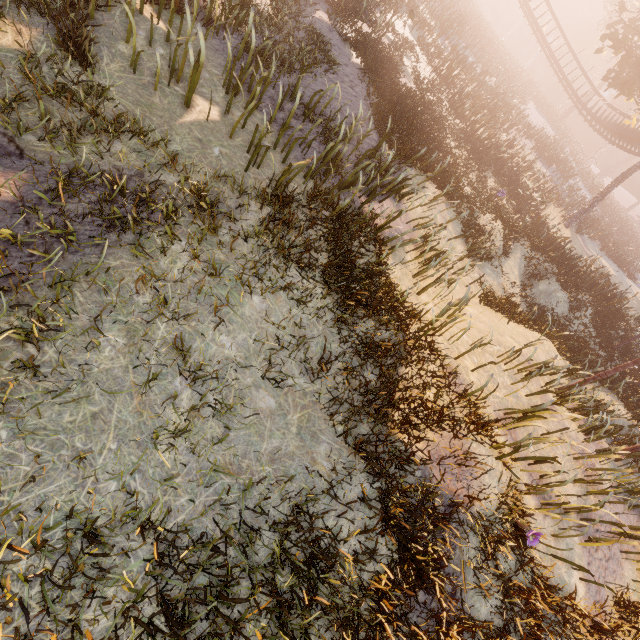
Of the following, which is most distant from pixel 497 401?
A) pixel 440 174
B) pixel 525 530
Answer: pixel 440 174

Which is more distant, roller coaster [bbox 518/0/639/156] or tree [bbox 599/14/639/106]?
roller coaster [bbox 518/0/639/156]

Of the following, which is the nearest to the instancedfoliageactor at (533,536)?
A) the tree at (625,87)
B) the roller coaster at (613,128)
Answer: the roller coaster at (613,128)

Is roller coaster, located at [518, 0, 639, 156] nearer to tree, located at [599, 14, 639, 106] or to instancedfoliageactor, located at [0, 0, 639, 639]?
tree, located at [599, 14, 639, 106]

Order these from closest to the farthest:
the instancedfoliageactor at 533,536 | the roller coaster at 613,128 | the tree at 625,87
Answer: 1. the instancedfoliageactor at 533,536
2. the tree at 625,87
3. the roller coaster at 613,128

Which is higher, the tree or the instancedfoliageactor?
the tree

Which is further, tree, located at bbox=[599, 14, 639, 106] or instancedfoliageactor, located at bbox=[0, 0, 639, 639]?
tree, located at bbox=[599, 14, 639, 106]
